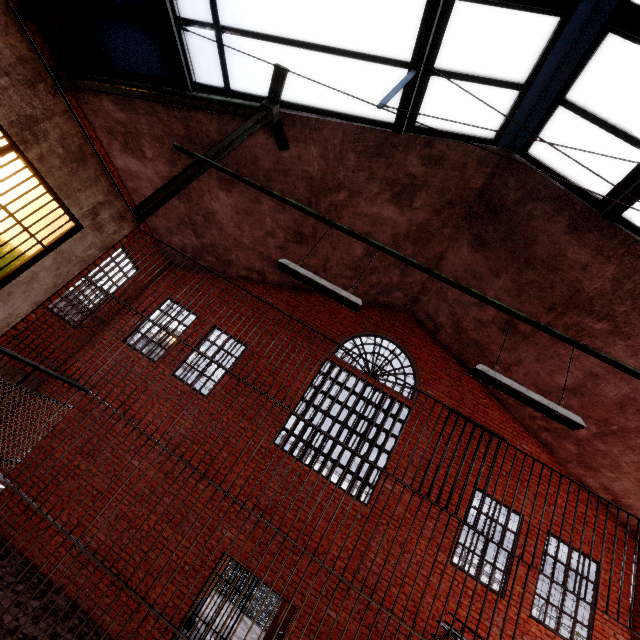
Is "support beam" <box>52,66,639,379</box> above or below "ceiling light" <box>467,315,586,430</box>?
above

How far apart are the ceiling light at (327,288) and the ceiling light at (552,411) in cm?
142

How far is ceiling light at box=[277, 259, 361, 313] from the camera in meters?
3.8

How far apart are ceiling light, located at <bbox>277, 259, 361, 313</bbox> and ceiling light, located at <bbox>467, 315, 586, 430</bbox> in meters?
1.4

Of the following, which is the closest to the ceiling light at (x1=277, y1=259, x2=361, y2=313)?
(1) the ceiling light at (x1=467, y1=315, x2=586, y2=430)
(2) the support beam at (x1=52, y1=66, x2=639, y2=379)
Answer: (2) the support beam at (x1=52, y1=66, x2=639, y2=379)

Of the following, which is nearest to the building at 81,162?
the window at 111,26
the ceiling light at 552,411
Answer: the window at 111,26

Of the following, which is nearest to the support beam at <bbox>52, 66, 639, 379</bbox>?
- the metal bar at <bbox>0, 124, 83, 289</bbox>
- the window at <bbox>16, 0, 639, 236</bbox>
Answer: the window at <bbox>16, 0, 639, 236</bbox>

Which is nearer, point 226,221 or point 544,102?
point 544,102
